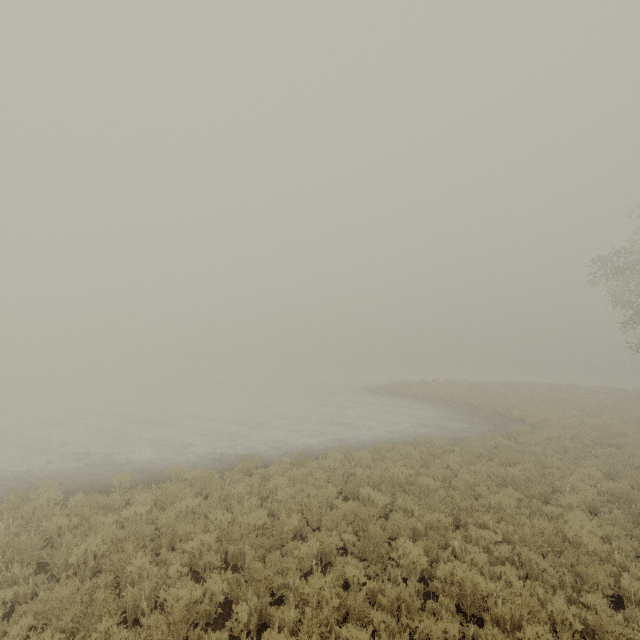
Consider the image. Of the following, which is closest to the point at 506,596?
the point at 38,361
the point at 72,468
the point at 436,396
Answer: the point at 72,468
